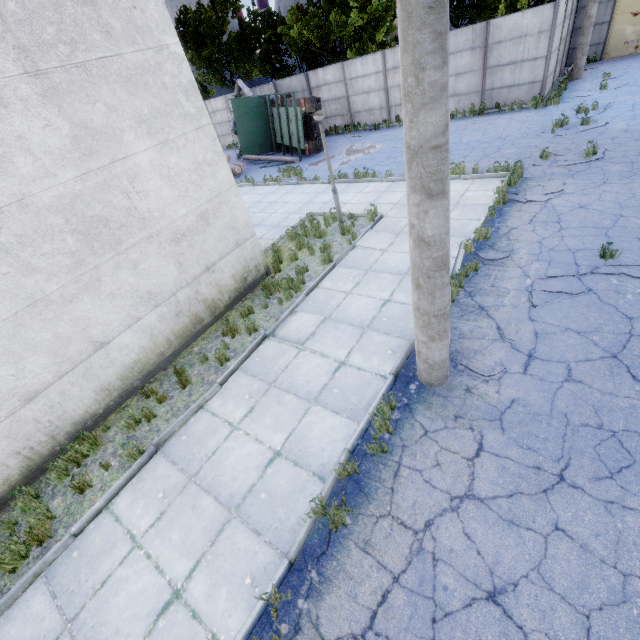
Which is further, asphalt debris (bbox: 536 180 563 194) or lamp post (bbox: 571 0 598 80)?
lamp post (bbox: 571 0 598 80)

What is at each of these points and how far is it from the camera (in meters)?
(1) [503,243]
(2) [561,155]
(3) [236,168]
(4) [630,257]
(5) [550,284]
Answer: (1) asphalt debris, 7.74
(2) asphalt debris, 10.80
(3) log pile, 18.30
(4) asphalt debris, 6.36
(5) asphalt debris, 6.32

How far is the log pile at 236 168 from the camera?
18.38m

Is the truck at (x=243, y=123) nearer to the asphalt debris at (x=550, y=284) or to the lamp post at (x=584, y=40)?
Result: the lamp post at (x=584, y=40)

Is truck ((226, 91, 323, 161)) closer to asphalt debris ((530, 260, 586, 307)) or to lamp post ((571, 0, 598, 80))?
lamp post ((571, 0, 598, 80))

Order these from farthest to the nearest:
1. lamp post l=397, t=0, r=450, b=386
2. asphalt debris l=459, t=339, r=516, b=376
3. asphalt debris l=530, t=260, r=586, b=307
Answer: asphalt debris l=530, t=260, r=586, b=307 < asphalt debris l=459, t=339, r=516, b=376 < lamp post l=397, t=0, r=450, b=386

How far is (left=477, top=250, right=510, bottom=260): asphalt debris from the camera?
7.25m

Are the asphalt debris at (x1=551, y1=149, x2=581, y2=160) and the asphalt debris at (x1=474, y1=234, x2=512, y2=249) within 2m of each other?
no
